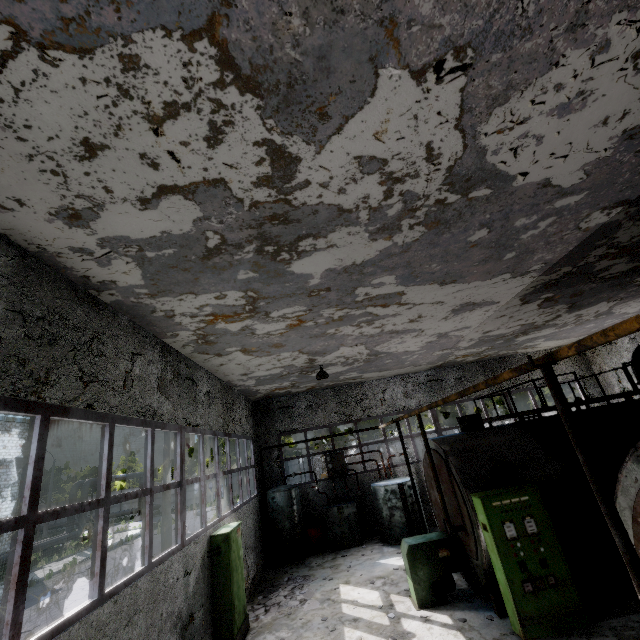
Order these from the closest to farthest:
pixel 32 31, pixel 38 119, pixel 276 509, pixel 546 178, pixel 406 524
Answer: pixel 32 31
pixel 38 119
pixel 546 178
pixel 406 524
pixel 276 509

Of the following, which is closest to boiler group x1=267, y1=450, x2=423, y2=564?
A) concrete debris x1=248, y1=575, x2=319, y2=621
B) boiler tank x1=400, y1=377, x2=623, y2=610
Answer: concrete debris x1=248, y1=575, x2=319, y2=621

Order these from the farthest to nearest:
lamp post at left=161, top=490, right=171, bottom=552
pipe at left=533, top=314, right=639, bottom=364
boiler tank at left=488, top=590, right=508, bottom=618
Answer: lamp post at left=161, top=490, right=171, bottom=552 → boiler tank at left=488, top=590, right=508, bottom=618 → pipe at left=533, top=314, right=639, bottom=364

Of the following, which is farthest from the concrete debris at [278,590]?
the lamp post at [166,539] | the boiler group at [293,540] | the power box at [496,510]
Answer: the lamp post at [166,539]

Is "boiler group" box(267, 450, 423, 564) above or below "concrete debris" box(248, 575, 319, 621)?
above

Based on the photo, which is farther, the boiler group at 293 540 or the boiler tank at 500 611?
the boiler group at 293 540

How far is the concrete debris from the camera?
9.1m

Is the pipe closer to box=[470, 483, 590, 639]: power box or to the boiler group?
box=[470, 483, 590, 639]: power box
